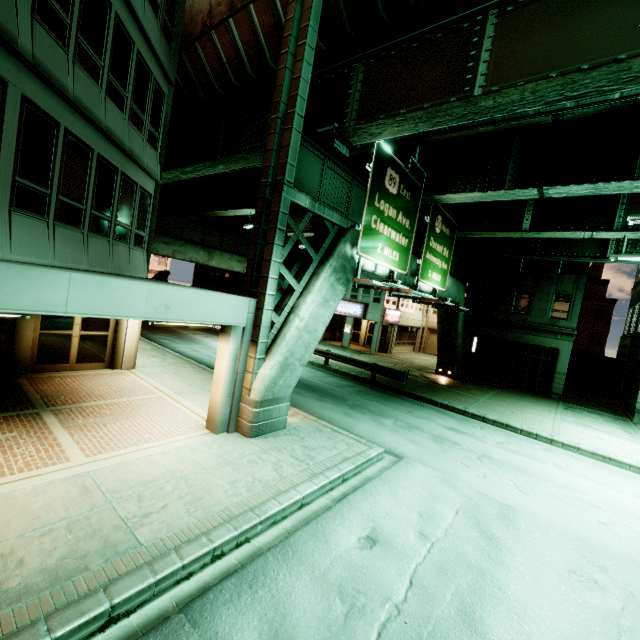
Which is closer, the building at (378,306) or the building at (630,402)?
the building at (630,402)

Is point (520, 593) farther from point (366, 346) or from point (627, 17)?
point (366, 346)

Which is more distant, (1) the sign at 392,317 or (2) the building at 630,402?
(1) the sign at 392,317

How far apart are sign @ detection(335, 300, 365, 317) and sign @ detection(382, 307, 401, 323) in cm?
175

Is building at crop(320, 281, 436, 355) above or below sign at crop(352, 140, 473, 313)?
below

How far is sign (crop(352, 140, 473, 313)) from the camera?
10.5 meters

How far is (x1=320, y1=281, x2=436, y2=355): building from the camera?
30.2 meters

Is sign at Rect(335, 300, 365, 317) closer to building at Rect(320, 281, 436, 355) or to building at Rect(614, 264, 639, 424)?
building at Rect(320, 281, 436, 355)
